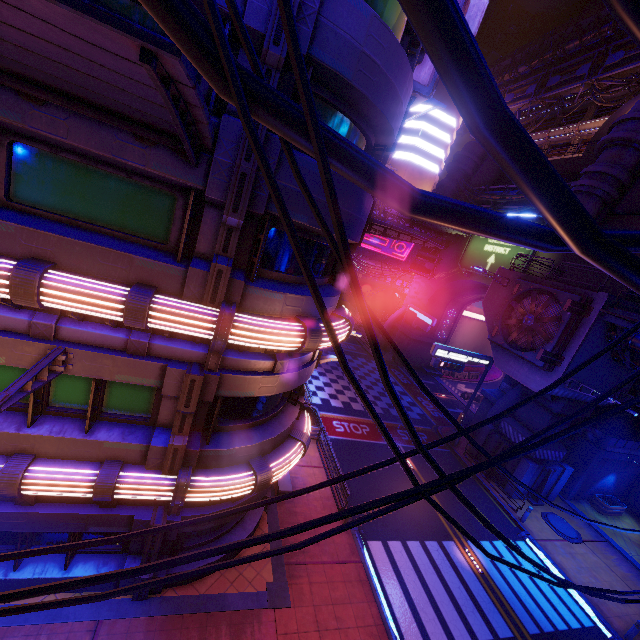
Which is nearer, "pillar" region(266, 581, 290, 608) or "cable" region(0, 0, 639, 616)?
"cable" region(0, 0, 639, 616)

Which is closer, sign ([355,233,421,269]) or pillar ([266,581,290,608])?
pillar ([266,581,290,608])

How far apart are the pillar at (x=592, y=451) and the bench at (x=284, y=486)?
20.3m

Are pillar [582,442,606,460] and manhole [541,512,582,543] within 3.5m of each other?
no

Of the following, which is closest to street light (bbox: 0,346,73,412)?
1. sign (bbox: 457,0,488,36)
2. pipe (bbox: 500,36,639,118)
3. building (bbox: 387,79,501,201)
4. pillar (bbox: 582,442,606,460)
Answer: sign (bbox: 457,0,488,36)

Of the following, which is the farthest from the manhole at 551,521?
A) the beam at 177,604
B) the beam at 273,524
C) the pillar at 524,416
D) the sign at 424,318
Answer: the beam at 177,604

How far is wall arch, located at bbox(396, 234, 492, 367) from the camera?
33.8 meters

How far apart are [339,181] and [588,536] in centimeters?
2541cm
